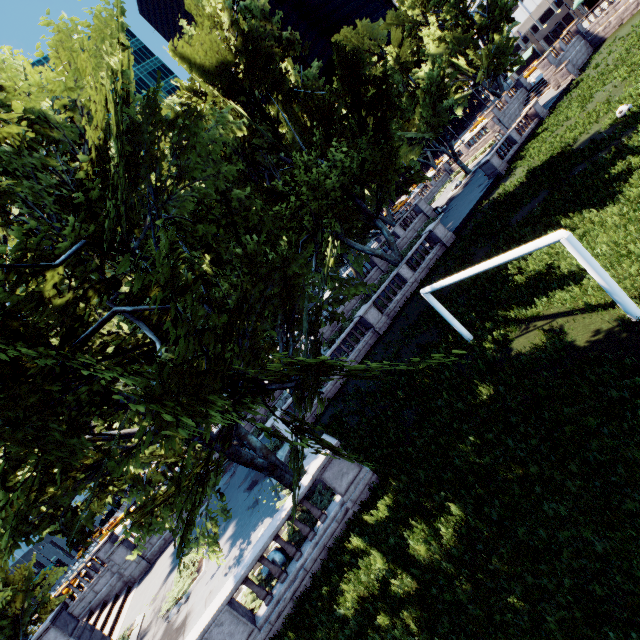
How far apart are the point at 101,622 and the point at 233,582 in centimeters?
2121cm

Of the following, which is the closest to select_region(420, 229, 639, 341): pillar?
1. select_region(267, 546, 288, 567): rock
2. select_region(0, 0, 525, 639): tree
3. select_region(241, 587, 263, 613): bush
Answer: select_region(0, 0, 525, 639): tree

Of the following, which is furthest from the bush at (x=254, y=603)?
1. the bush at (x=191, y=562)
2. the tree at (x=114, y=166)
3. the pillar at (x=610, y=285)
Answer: the pillar at (x=610, y=285)

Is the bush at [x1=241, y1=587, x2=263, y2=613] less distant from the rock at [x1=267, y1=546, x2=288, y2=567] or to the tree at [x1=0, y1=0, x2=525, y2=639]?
the rock at [x1=267, y1=546, x2=288, y2=567]

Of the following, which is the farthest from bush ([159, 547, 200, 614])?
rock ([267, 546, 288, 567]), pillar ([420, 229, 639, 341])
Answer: pillar ([420, 229, 639, 341])

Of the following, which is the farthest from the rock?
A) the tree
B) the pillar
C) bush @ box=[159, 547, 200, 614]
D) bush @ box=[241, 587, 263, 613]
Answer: the pillar

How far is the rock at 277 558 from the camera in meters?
11.0

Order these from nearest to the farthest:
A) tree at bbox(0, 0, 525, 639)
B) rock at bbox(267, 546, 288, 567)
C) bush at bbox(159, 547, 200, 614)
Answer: tree at bbox(0, 0, 525, 639) → rock at bbox(267, 546, 288, 567) → bush at bbox(159, 547, 200, 614)
